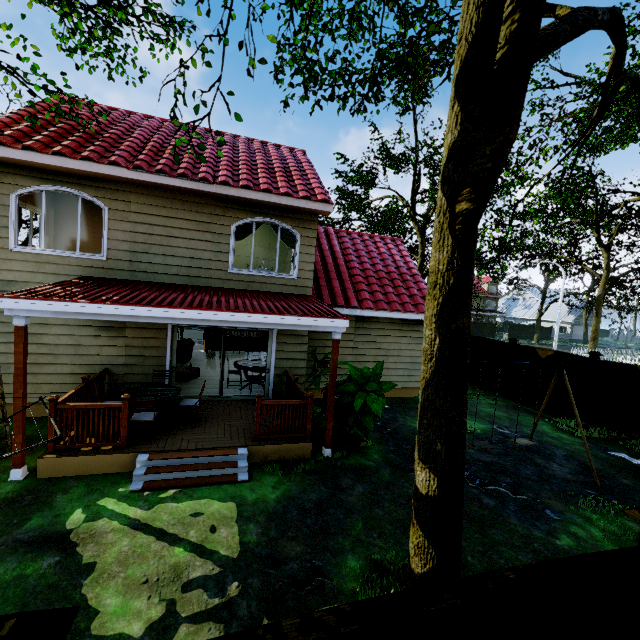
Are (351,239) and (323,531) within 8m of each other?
no

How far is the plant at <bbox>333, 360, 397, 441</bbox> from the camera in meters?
6.8 m

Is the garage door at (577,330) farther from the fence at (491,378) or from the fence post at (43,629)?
the fence post at (43,629)

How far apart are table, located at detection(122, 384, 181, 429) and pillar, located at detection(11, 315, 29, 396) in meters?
1.6

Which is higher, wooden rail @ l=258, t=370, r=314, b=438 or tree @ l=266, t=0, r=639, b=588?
tree @ l=266, t=0, r=639, b=588

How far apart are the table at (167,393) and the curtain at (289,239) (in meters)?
4.65

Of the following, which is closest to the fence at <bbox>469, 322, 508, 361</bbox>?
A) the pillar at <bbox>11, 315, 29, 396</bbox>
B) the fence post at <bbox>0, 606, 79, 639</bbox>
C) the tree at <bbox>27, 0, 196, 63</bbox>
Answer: the fence post at <bbox>0, 606, 79, 639</bbox>

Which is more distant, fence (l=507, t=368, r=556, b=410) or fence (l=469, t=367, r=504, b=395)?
fence (l=469, t=367, r=504, b=395)
